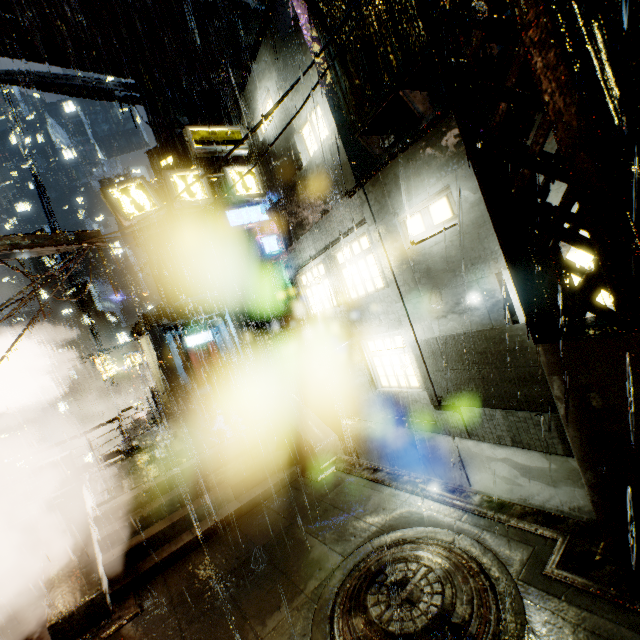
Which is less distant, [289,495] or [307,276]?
[289,495]

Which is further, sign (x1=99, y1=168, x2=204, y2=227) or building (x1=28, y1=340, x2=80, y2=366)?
building (x1=28, y1=340, x2=80, y2=366)

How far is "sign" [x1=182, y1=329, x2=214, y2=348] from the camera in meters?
28.8

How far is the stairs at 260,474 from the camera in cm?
746

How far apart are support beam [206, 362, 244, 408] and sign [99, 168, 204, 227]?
7.66m

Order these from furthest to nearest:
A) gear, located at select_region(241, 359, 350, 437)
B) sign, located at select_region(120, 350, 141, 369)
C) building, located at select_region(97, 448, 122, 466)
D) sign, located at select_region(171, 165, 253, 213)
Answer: sign, located at select_region(120, 350, 141, 369)
building, located at select_region(97, 448, 122, 466)
gear, located at select_region(241, 359, 350, 437)
sign, located at select_region(171, 165, 253, 213)

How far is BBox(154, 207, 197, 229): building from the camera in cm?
3525

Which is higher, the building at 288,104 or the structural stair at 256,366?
the building at 288,104
